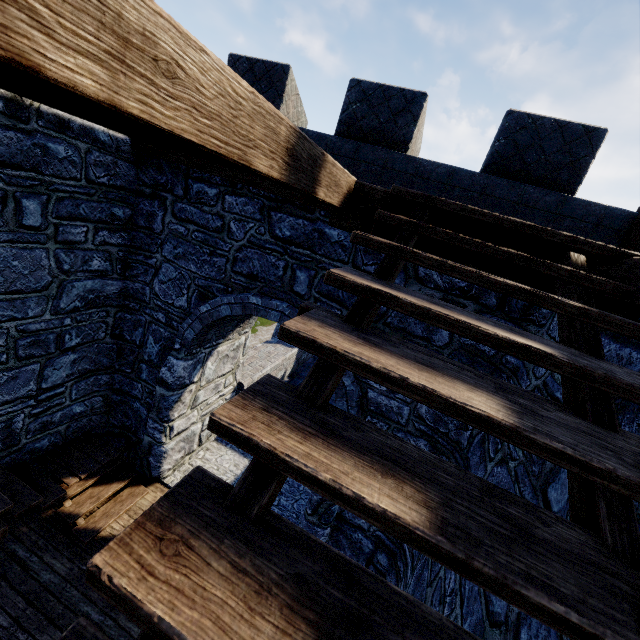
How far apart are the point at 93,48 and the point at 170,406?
5.8m

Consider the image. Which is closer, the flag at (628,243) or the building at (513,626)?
the building at (513,626)

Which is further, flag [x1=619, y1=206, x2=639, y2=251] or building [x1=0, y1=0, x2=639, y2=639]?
flag [x1=619, y1=206, x2=639, y2=251]
